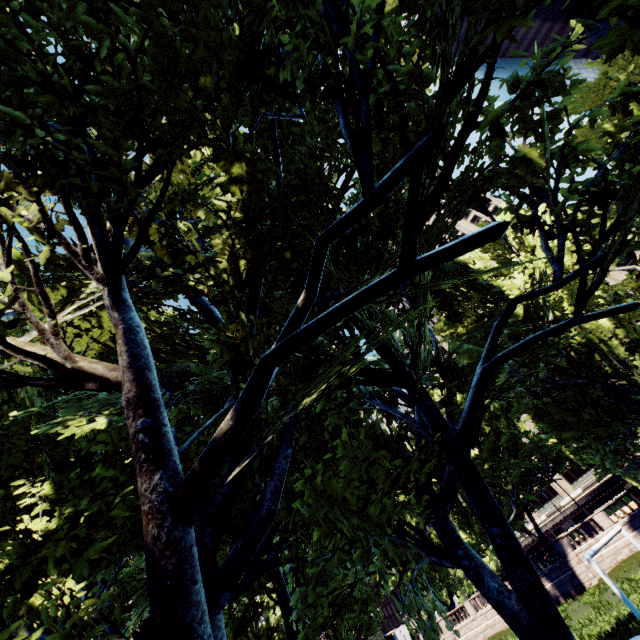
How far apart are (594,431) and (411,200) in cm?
1462
